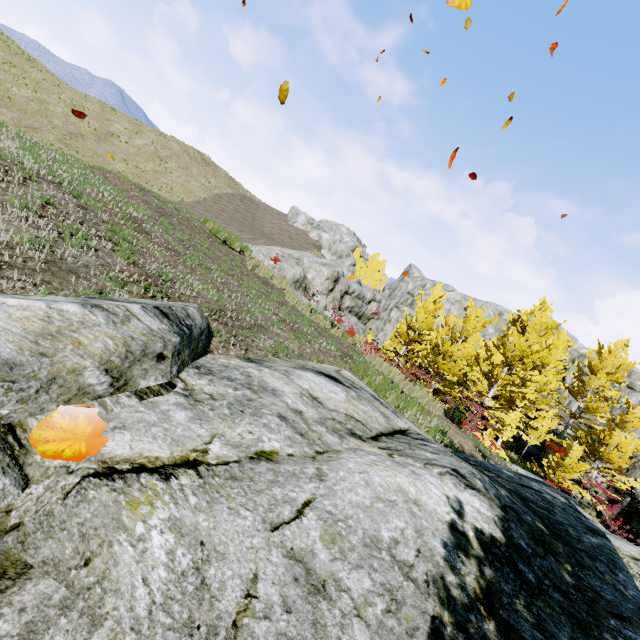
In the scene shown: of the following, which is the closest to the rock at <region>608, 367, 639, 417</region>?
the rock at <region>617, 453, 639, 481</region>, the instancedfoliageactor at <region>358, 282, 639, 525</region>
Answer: the rock at <region>617, 453, 639, 481</region>

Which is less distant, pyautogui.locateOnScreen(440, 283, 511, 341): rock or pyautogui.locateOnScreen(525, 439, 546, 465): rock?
pyautogui.locateOnScreen(525, 439, 546, 465): rock

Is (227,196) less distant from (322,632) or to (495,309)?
(495,309)

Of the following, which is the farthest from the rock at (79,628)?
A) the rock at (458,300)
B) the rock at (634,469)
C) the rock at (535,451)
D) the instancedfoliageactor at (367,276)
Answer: the instancedfoliageactor at (367,276)

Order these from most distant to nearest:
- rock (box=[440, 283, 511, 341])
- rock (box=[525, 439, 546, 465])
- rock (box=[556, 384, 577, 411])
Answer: rock (box=[440, 283, 511, 341])
rock (box=[556, 384, 577, 411])
rock (box=[525, 439, 546, 465])

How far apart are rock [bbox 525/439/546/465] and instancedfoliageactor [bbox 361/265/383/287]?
29.9 meters

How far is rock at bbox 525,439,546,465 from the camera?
26.1 meters

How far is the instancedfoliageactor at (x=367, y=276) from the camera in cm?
5159
